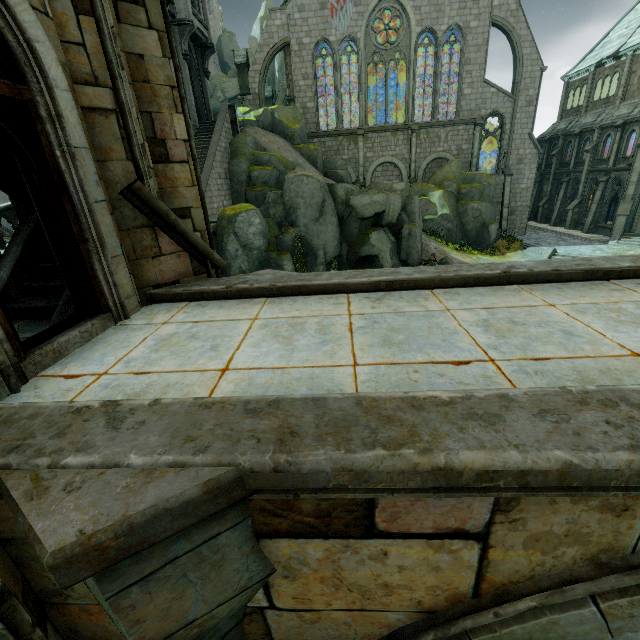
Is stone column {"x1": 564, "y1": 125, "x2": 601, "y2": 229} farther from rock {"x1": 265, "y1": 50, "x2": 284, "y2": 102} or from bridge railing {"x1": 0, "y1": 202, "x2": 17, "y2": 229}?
bridge railing {"x1": 0, "y1": 202, "x2": 17, "y2": 229}

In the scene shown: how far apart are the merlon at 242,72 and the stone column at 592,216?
32.11m

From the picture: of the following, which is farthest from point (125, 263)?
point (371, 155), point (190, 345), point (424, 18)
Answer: point (424, 18)

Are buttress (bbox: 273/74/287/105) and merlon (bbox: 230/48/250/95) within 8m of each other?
no

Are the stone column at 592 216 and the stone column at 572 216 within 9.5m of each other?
yes

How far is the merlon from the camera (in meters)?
28.05

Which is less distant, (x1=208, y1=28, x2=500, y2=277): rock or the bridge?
the bridge

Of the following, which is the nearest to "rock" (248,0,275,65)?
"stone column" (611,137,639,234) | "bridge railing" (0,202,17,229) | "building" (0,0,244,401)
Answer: "building" (0,0,244,401)
